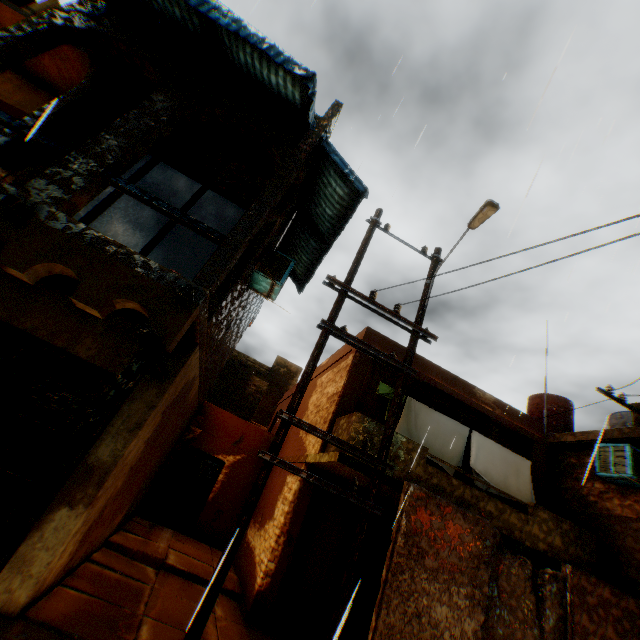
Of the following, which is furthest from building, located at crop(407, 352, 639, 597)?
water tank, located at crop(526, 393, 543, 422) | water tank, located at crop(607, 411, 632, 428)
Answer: water tank, located at crop(526, 393, 543, 422)

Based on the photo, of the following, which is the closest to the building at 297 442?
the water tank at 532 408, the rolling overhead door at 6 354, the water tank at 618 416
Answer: the rolling overhead door at 6 354

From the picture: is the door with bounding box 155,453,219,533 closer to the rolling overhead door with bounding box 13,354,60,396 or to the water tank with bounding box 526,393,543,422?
the rolling overhead door with bounding box 13,354,60,396

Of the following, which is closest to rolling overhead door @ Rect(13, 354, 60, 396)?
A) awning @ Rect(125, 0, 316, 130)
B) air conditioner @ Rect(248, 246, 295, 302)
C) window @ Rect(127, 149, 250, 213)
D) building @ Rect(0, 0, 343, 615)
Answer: A: building @ Rect(0, 0, 343, 615)

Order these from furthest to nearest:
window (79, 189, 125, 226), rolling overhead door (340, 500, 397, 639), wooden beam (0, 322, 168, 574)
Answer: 1. rolling overhead door (340, 500, 397, 639)
2. window (79, 189, 125, 226)
3. wooden beam (0, 322, 168, 574)

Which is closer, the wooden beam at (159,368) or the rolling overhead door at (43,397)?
the wooden beam at (159,368)

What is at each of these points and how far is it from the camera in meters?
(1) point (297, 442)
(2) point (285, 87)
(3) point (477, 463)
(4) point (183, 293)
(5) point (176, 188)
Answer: (1) building, 10.2
(2) awning, 5.6
(3) clothes, 8.4
(4) wooden beam, 4.0
(5) building, 9.9

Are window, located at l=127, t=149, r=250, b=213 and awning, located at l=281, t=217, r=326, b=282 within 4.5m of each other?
yes
